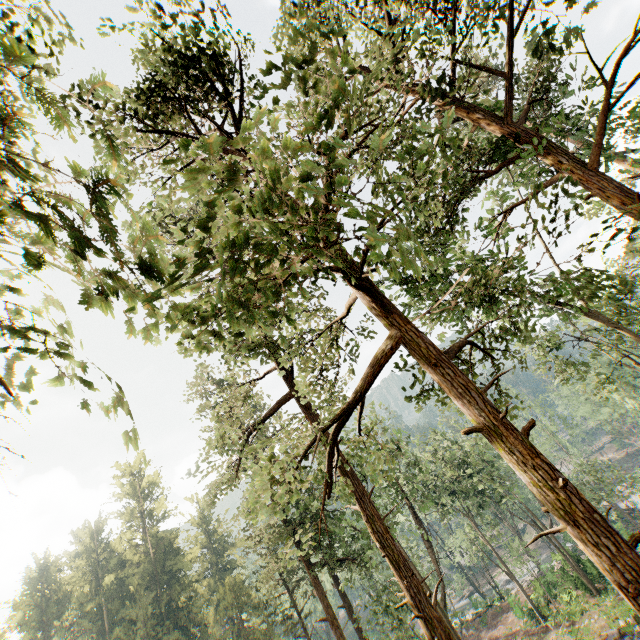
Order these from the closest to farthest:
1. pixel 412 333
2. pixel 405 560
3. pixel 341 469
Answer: pixel 412 333
pixel 405 560
pixel 341 469
